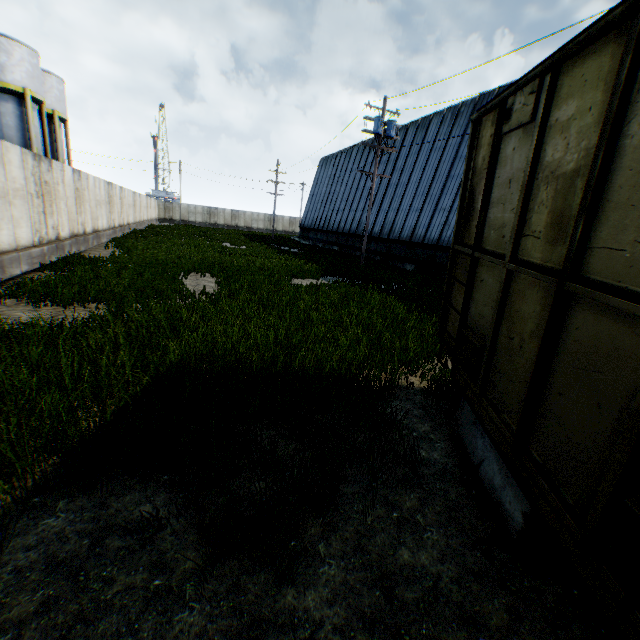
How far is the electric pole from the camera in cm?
1755

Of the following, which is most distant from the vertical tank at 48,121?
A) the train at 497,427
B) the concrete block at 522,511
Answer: the concrete block at 522,511

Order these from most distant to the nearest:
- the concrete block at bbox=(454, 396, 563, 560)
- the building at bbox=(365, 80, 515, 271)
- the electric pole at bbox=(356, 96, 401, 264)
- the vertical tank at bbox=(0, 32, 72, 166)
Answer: the vertical tank at bbox=(0, 32, 72, 166) → the building at bbox=(365, 80, 515, 271) → the electric pole at bbox=(356, 96, 401, 264) → the concrete block at bbox=(454, 396, 563, 560)

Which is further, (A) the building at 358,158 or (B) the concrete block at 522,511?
(A) the building at 358,158

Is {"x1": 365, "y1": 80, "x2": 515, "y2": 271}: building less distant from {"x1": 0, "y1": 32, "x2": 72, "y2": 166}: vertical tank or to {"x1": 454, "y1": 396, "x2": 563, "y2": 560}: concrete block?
Answer: {"x1": 454, "y1": 396, "x2": 563, "y2": 560}: concrete block

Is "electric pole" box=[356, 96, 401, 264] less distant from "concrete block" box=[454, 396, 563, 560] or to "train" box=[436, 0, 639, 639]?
"train" box=[436, 0, 639, 639]

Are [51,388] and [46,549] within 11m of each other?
yes
